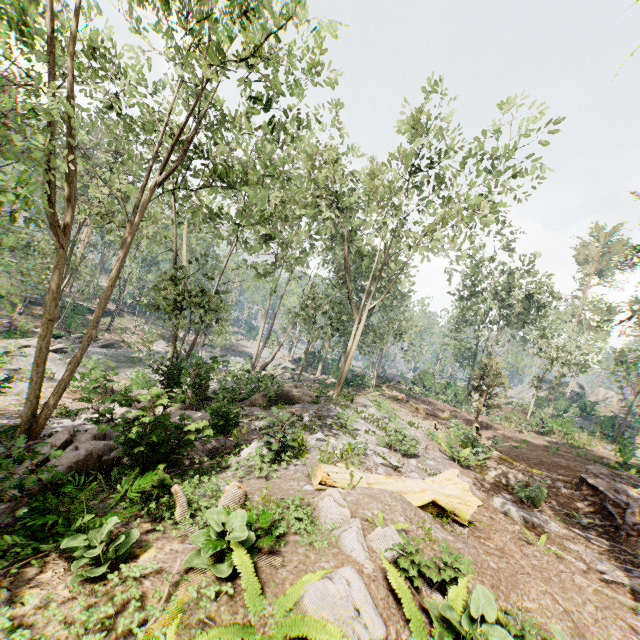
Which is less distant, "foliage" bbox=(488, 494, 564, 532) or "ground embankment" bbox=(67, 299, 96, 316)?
"foliage" bbox=(488, 494, 564, 532)

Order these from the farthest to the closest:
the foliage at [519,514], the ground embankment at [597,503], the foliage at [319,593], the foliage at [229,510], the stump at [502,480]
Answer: the stump at [502,480], the foliage at [519,514], the ground embankment at [597,503], the foliage at [229,510], the foliage at [319,593]

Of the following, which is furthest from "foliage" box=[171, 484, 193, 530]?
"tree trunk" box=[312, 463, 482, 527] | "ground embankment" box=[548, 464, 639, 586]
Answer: "tree trunk" box=[312, 463, 482, 527]

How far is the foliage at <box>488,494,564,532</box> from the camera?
9.62m

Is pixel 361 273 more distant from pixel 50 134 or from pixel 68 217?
pixel 50 134

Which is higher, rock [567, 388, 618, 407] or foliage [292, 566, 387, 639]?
rock [567, 388, 618, 407]

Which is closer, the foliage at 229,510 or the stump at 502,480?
the foliage at 229,510

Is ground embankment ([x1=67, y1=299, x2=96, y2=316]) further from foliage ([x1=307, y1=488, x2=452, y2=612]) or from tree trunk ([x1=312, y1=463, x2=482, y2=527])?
tree trunk ([x1=312, y1=463, x2=482, y2=527])
